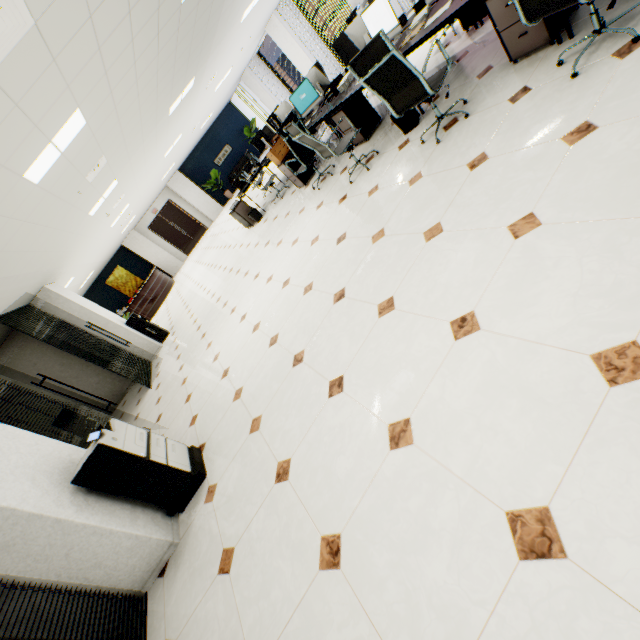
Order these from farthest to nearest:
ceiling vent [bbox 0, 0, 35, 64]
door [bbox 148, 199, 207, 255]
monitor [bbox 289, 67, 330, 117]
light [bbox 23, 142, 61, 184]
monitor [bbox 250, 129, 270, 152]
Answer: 1. door [bbox 148, 199, 207, 255]
2. monitor [bbox 250, 129, 270, 152]
3. monitor [bbox 289, 67, 330, 117]
4. light [bbox 23, 142, 61, 184]
5. ceiling vent [bbox 0, 0, 35, 64]

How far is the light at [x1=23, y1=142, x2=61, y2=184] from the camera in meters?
3.5

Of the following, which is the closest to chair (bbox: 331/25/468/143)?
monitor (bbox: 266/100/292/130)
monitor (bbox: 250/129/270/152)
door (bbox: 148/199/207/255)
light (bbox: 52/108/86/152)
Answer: light (bbox: 52/108/86/152)

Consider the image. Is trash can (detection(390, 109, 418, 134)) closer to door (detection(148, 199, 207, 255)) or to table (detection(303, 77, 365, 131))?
table (detection(303, 77, 365, 131))

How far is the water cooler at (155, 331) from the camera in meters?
8.9 m

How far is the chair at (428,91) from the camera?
2.84m

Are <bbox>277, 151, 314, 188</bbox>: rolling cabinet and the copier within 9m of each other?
yes

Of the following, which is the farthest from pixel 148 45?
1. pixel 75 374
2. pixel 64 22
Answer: pixel 75 374
